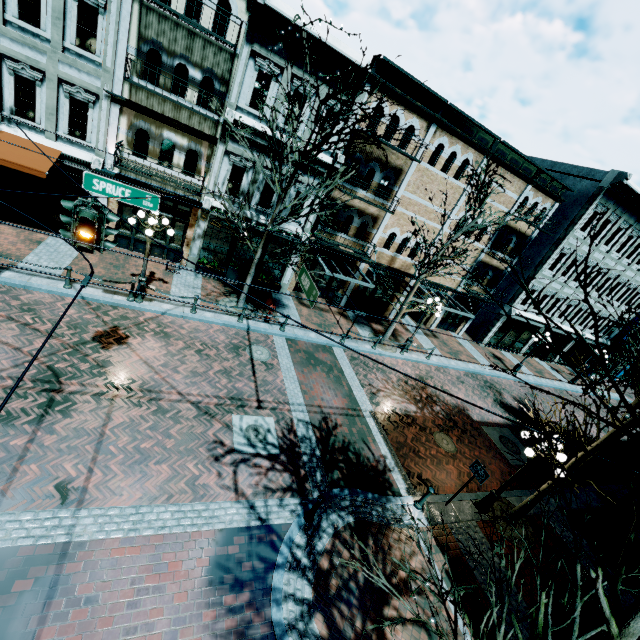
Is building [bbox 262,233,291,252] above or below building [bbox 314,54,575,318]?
below

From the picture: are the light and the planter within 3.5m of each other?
no

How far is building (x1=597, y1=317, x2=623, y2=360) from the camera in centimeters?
2847cm

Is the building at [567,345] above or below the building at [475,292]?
below

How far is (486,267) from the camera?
22.4 meters

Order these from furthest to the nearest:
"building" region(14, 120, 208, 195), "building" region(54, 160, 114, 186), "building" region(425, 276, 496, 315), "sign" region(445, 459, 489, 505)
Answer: "building" region(425, 276, 496, 315) → "building" region(54, 160, 114, 186) → "building" region(14, 120, 208, 195) → "sign" region(445, 459, 489, 505)

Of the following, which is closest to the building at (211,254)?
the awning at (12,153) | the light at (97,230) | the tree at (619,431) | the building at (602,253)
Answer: the awning at (12,153)

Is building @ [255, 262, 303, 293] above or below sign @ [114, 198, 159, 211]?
below
